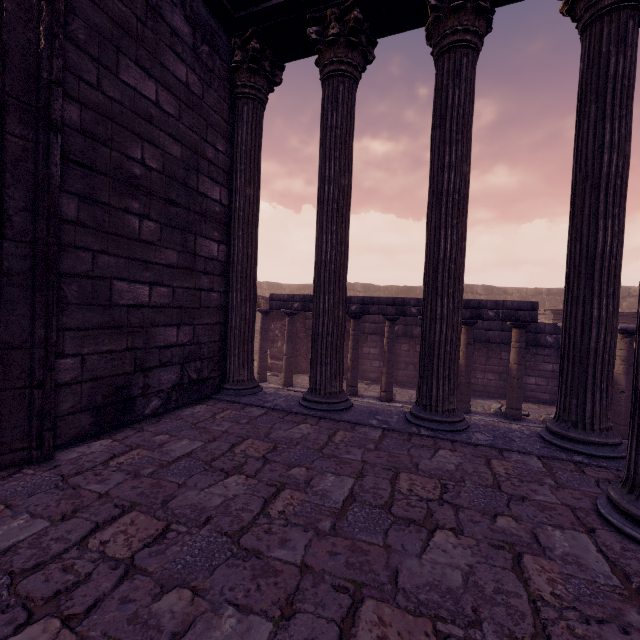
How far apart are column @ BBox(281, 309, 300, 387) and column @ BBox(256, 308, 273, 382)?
0.57m

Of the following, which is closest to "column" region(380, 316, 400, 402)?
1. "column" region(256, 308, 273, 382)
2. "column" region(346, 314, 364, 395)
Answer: "column" region(346, 314, 364, 395)

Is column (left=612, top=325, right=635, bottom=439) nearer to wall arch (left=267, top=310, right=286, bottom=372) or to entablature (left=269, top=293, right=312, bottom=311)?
entablature (left=269, top=293, right=312, bottom=311)

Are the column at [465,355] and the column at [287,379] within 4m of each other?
no

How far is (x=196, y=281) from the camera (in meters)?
4.09

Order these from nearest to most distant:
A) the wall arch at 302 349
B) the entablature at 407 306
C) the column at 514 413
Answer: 1. the column at 514 413
2. the entablature at 407 306
3. the wall arch at 302 349

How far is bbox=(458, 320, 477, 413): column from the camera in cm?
866

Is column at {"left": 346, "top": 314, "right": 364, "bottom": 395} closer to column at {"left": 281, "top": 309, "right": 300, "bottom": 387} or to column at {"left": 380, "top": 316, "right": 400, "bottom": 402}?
column at {"left": 380, "top": 316, "right": 400, "bottom": 402}
